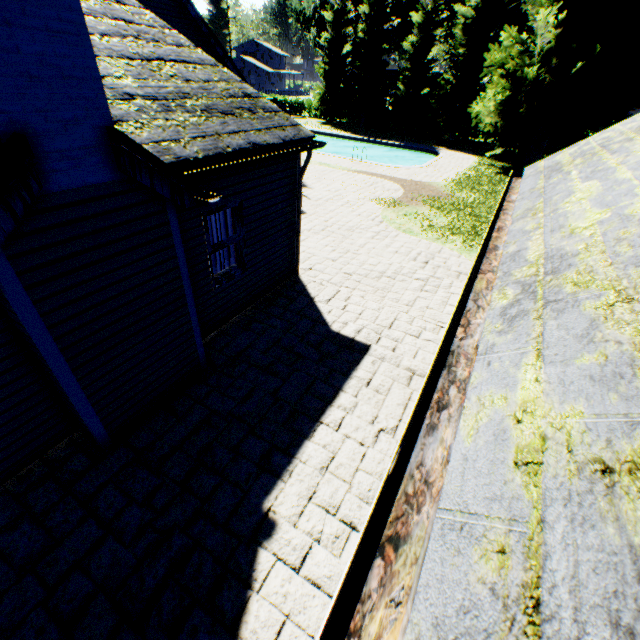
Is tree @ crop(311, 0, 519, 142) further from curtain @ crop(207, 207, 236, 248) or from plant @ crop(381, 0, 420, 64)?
curtain @ crop(207, 207, 236, 248)

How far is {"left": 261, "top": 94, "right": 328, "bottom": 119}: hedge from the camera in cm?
4194

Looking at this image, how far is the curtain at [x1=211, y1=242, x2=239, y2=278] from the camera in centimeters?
674cm

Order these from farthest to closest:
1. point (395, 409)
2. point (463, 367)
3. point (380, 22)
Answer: point (380, 22) < point (395, 409) < point (463, 367)

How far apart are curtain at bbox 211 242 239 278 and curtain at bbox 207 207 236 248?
0.08m

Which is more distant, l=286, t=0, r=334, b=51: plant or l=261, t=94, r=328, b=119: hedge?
l=286, t=0, r=334, b=51: plant

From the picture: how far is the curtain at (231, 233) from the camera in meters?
6.3

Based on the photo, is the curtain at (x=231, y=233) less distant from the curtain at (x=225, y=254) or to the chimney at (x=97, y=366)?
the curtain at (x=225, y=254)
